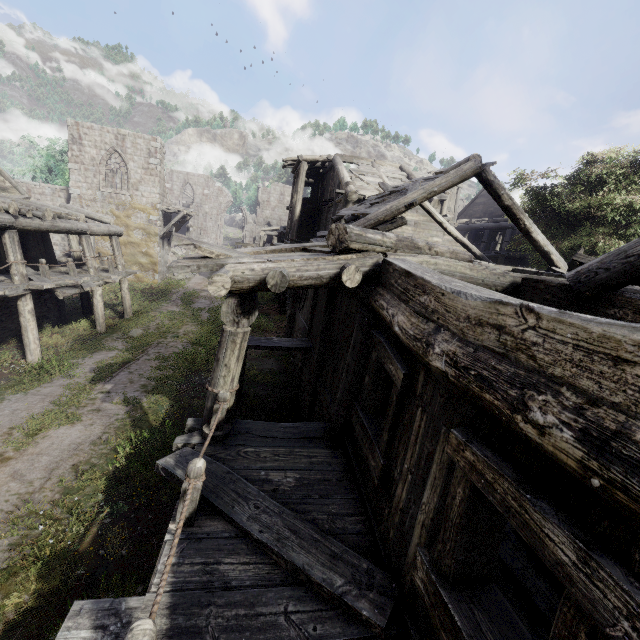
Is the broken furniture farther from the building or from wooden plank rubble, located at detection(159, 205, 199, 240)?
wooden plank rubble, located at detection(159, 205, 199, 240)

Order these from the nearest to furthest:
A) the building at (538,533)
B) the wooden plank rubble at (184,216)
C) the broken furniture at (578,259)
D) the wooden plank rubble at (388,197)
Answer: the building at (538,533) → the broken furniture at (578,259) → the wooden plank rubble at (388,197) → the wooden plank rubble at (184,216)

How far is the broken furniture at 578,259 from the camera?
8.44m

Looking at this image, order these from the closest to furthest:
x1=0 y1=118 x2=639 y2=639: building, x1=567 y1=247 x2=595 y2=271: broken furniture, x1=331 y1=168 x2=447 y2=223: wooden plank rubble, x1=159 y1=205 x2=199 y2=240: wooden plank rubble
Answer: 1. x1=0 y1=118 x2=639 y2=639: building
2. x1=567 y1=247 x2=595 y2=271: broken furniture
3. x1=331 y1=168 x2=447 y2=223: wooden plank rubble
4. x1=159 y1=205 x2=199 y2=240: wooden plank rubble

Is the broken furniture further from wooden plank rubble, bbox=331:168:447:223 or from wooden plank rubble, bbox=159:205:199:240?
wooden plank rubble, bbox=159:205:199:240

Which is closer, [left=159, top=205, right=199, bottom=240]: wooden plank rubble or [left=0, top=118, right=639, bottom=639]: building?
[left=0, top=118, right=639, bottom=639]: building

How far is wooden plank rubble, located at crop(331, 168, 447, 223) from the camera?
10.9 meters

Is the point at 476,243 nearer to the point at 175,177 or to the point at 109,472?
the point at 109,472
